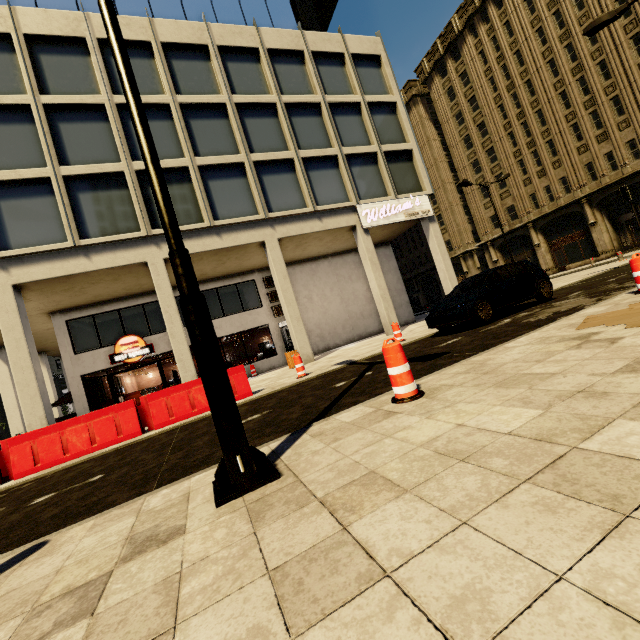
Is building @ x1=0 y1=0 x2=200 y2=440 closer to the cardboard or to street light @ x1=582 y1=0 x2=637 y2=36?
street light @ x1=582 y1=0 x2=637 y2=36

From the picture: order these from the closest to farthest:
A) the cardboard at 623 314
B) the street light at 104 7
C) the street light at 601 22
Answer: the street light at 104 7
the cardboard at 623 314
the street light at 601 22

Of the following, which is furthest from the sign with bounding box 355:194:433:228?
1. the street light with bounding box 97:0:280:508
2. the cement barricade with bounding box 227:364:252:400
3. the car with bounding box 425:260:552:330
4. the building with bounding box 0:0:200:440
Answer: the street light with bounding box 97:0:280:508

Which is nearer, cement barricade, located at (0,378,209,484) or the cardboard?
the cardboard

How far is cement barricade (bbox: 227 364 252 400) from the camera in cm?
878

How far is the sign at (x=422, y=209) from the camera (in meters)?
16.73

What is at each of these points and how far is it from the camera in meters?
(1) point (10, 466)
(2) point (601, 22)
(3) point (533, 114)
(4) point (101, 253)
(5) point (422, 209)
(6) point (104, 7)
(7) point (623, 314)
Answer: (1) cement barricade, 7.1 m
(2) street light, 10.1 m
(3) building, 29.9 m
(4) building, 12.5 m
(5) sign, 18.2 m
(6) street light, 2.9 m
(7) cardboard, 4.5 m

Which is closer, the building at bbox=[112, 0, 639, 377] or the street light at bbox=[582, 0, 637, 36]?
the street light at bbox=[582, 0, 637, 36]
